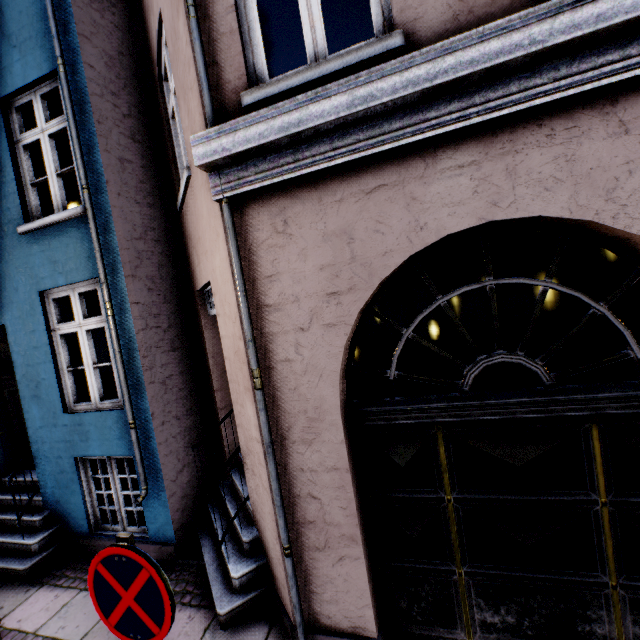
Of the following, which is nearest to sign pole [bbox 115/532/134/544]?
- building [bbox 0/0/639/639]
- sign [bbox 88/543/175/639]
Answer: sign [bbox 88/543/175/639]

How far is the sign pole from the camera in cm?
166

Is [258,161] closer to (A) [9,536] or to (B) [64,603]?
(B) [64,603]

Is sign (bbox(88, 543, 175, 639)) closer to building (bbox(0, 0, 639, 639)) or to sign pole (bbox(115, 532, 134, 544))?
sign pole (bbox(115, 532, 134, 544))

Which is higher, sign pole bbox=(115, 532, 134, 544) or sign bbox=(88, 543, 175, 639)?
sign pole bbox=(115, 532, 134, 544)

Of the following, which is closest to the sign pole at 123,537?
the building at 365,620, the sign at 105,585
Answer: the sign at 105,585
